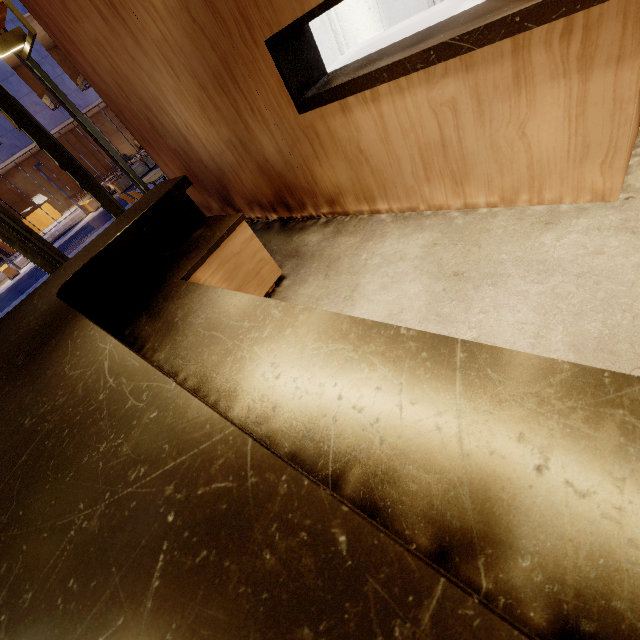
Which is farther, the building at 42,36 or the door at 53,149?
the building at 42,36

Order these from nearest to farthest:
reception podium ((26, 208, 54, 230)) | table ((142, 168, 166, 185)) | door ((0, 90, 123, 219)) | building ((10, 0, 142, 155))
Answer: door ((0, 90, 123, 219)) < table ((142, 168, 166, 185)) < building ((10, 0, 142, 155)) < reception podium ((26, 208, 54, 230))

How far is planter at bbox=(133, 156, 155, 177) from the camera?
16.99m

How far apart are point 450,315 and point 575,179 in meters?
1.2

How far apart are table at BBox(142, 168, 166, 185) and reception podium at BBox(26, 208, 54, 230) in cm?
2104

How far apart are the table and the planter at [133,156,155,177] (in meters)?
12.13

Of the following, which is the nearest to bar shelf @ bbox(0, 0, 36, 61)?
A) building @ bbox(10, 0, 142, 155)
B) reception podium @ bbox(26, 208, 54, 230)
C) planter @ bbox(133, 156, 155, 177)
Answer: planter @ bbox(133, 156, 155, 177)

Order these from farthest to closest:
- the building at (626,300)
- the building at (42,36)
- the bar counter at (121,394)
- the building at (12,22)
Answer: the building at (42,36) < the building at (12,22) < the building at (626,300) < the bar counter at (121,394)
